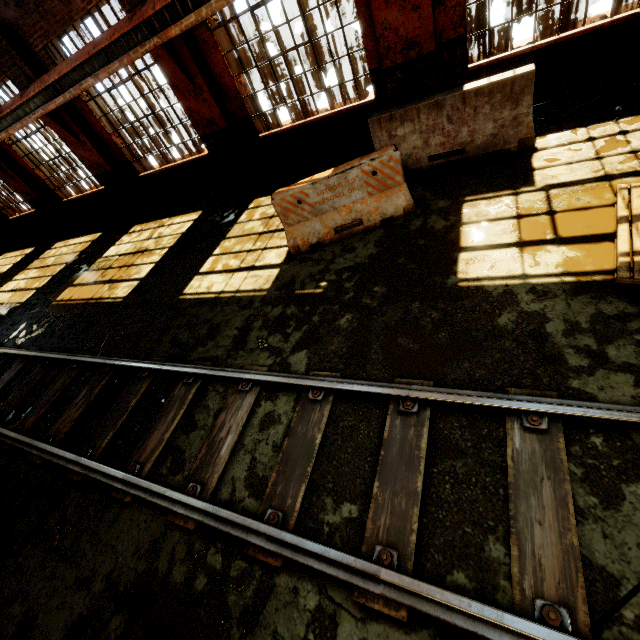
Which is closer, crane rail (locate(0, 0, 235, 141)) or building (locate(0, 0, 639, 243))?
building (locate(0, 0, 639, 243))

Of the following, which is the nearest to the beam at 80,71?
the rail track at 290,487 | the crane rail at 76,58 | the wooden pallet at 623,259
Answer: the crane rail at 76,58

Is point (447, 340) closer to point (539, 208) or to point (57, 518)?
point (539, 208)

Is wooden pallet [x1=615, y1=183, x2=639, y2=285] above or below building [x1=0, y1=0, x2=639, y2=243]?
below

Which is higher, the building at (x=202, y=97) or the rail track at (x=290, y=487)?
the building at (x=202, y=97)

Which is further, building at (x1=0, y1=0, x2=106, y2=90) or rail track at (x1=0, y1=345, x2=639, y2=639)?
building at (x1=0, y1=0, x2=106, y2=90)

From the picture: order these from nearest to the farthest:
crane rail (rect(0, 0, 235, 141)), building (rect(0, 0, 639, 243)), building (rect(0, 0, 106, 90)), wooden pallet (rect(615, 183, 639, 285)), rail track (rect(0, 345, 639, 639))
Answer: rail track (rect(0, 345, 639, 639)) → wooden pallet (rect(615, 183, 639, 285)) → building (rect(0, 0, 639, 243)) → crane rail (rect(0, 0, 235, 141)) → building (rect(0, 0, 106, 90))

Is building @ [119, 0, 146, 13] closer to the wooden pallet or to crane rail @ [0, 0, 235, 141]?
crane rail @ [0, 0, 235, 141]
